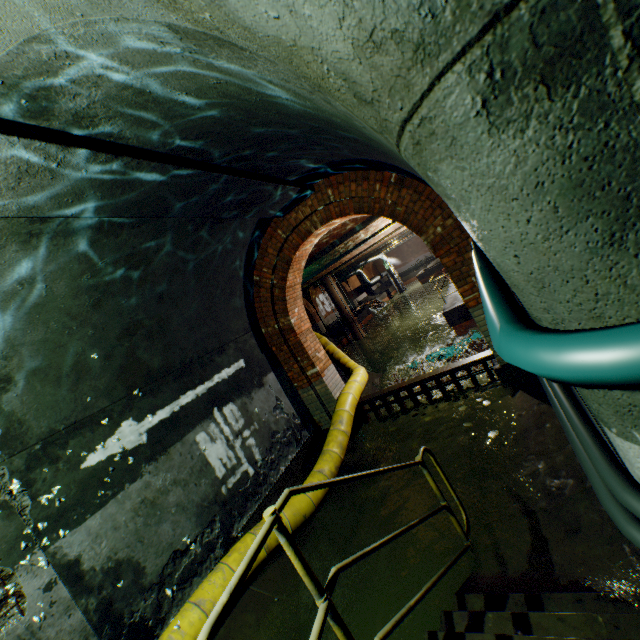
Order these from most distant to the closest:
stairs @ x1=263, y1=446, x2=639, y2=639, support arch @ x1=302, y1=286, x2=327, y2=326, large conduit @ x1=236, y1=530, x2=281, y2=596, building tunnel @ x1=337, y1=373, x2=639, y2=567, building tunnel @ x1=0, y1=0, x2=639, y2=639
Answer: support arch @ x1=302, y1=286, x2=327, y2=326
large conduit @ x1=236, y1=530, x2=281, y2=596
building tunnel @ x1=337, y1=373, x2=639, y2=567
stairs @ x1=263, y1=446, x2=639, y2=639
building tunnel @ x1=0, y1=0, x2=639, y2=639

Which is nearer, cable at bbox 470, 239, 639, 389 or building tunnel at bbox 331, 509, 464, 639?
cable at bbox 470, 239, 639, 389

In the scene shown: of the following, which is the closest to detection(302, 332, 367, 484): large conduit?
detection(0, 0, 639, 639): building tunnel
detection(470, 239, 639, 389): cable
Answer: detection(0, 0, 639, 639): building tunnel

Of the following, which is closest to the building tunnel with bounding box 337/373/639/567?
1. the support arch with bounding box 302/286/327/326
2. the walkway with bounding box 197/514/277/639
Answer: the walkway with bounding box 197/514/277/639

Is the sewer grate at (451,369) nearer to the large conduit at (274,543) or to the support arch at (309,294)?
the large conduit at (274,543)

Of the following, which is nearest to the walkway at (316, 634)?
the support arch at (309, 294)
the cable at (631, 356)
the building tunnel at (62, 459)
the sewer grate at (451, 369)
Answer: the building tunnel at (62, 459)

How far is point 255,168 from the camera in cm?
394
